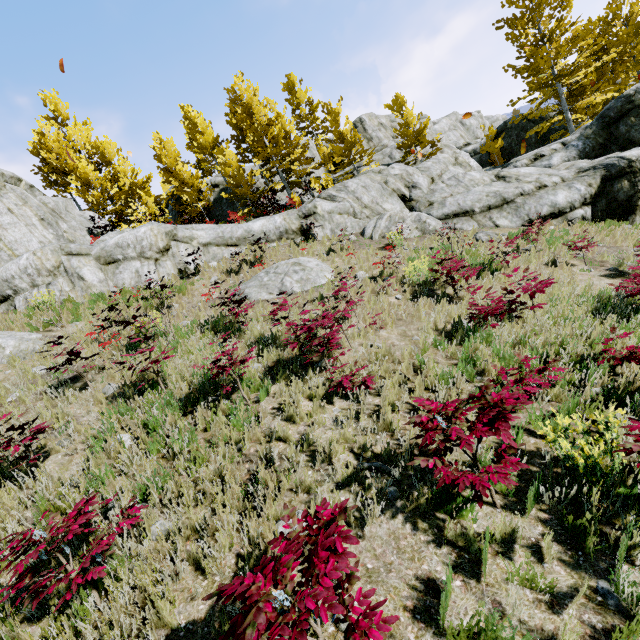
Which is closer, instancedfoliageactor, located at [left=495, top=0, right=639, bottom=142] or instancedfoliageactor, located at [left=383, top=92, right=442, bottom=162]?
instancedfoliageactor, located at [left=495, top=0, right=639, bottom=142]

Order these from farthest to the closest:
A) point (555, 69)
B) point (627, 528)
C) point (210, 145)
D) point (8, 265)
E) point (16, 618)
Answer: point (210, 145)
point (555, 69)
point (8, 265)
point (627, 528)
point (16, 618)

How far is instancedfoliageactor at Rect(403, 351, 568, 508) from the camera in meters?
2.8

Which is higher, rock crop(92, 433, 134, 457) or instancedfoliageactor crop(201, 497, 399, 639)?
rock crop(92, 433, 134, 457)

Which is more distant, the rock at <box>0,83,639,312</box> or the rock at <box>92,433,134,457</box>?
the rock at <box>0,83,639,312</box>

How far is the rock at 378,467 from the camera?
3.7m

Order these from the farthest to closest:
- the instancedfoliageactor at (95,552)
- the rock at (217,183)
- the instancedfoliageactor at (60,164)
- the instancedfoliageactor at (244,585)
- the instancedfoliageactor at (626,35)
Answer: the rock at (217,183)
the instancedfoliageactor at (60,164)
the instancedfoliageactor at (626,35)
the instancedfoliageactor at (95,552)
the instancedfoliageactor at (244,585)

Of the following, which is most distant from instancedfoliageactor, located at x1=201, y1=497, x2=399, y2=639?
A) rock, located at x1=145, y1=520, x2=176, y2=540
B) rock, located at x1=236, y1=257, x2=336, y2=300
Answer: rock, located at x1=236, y1=257, x2=336, y2=300
